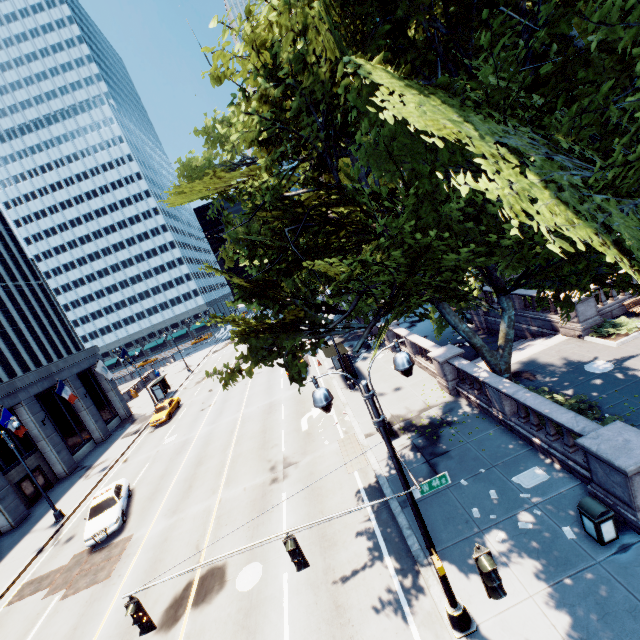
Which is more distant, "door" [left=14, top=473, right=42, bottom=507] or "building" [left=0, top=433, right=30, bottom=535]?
"door" [left=14, top=473, right=42, bottom=507]

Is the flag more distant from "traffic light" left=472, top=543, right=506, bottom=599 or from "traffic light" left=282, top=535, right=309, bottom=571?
"traffic light" left=472, top=543, right=506, bottom=599

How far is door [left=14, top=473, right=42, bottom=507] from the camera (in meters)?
25.23

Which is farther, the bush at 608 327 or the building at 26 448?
the building at 26 448

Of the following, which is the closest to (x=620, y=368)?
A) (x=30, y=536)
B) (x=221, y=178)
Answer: (x=221, y=178)

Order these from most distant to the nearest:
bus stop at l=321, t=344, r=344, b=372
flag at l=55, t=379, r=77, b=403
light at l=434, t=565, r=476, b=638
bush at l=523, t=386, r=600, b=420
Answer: flag at l=55, t=379, r=77, b=403 → bus stop at l=321, t=344, r=344, b=372 → bush at l=523, t=386, r=600, b=420 → light at l=434, t=565, r=476, b=638

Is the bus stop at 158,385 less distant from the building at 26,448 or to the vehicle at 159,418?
the building at 26,448

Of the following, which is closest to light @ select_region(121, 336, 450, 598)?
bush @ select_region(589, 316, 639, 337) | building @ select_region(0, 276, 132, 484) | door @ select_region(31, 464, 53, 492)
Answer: bush @ select_region(589, 316, 639, 337)
